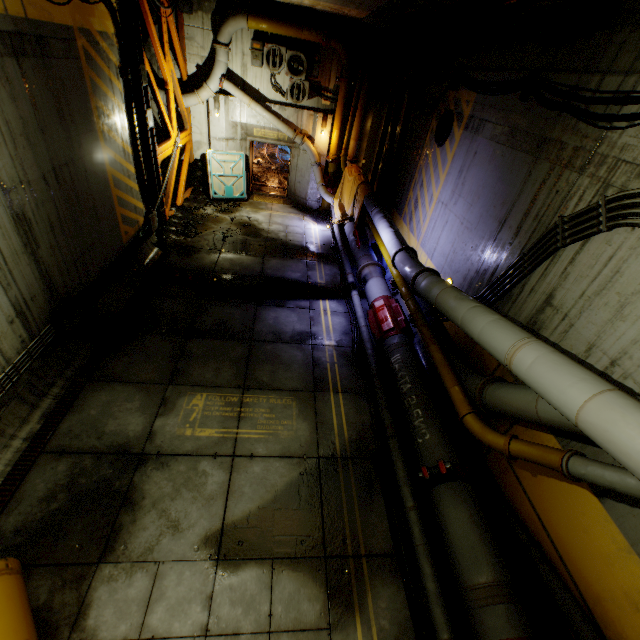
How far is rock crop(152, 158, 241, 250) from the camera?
10.9 meters

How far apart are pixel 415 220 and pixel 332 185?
6.73m

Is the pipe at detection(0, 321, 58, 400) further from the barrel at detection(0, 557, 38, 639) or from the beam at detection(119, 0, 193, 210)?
the beam at detection(119, 0, 193, 210)

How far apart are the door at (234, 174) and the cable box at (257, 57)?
3.1 meters

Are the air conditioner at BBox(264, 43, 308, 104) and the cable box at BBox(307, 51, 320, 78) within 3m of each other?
yes

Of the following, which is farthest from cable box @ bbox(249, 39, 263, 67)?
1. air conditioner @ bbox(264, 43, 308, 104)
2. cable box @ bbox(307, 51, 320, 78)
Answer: cable box @ bbox(307, 51, 320, 78)

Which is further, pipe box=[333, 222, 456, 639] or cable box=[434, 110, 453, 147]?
cable box=[434, 110, 453, 147]

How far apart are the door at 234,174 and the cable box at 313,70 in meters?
4.0
